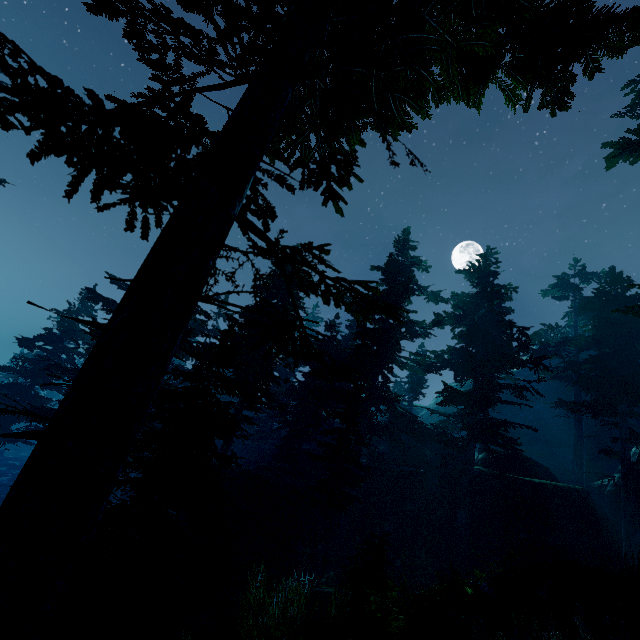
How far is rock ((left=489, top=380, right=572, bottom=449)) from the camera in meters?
41.1 m

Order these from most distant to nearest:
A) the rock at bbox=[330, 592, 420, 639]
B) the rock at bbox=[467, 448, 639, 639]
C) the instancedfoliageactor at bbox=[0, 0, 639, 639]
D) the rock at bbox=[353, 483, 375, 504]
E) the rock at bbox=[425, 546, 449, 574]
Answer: the rock at bbox=[353, 483, 375, 504] → the rock at bbox=[425, 546, 449, 574] → the rock at bbox=[467, 448, 639, 639] → the rock at bbox=[330, 592, 420, 639] → the instancedfoliageactor at bbox=[0, 0, 639, 639]

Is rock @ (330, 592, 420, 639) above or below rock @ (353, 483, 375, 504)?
below

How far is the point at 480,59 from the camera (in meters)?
5.51

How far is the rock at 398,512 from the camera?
21.0m

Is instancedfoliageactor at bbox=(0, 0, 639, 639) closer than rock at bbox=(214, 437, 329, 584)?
Yes

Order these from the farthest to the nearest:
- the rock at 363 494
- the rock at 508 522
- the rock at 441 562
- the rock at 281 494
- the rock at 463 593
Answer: the rock at 363 494 → the rock at 441 562 → the rock at 281 494 → the rock at 463 593 → the rock at 508 522
